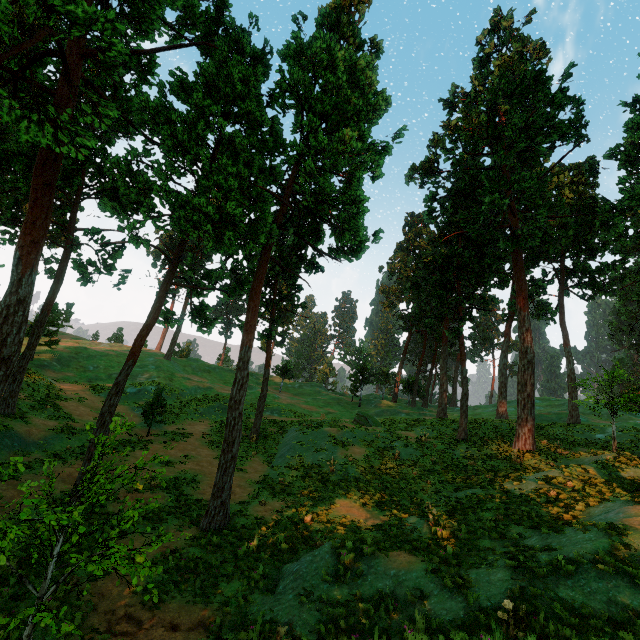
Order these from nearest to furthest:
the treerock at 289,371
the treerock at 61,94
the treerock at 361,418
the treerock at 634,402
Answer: the treerock at 61,94 < the treerock at 634,402 < the treerock at 361,418 < the treerock at 289,371

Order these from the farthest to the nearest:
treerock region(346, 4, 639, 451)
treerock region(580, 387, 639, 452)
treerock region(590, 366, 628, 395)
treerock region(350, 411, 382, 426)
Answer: treerock region(350, 411, 382, 426)
treerock region(346, 4, 639, 451)
treerock region(590, 366, 628, 395)
treerock region(580, 387, 639, 452)

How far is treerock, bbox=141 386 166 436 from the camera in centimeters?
2347cm

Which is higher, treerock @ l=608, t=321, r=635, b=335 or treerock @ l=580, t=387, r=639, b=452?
Result: treerock @ l=608, t=321, r=635, b=335

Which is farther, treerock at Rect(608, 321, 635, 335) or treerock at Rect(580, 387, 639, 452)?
treerock at Rect(608, 321, 635, 335)

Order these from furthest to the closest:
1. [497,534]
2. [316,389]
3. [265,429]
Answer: [316,389]
[265,429]
[497,534]

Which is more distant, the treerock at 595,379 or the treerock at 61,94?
the treerock at 595,379
